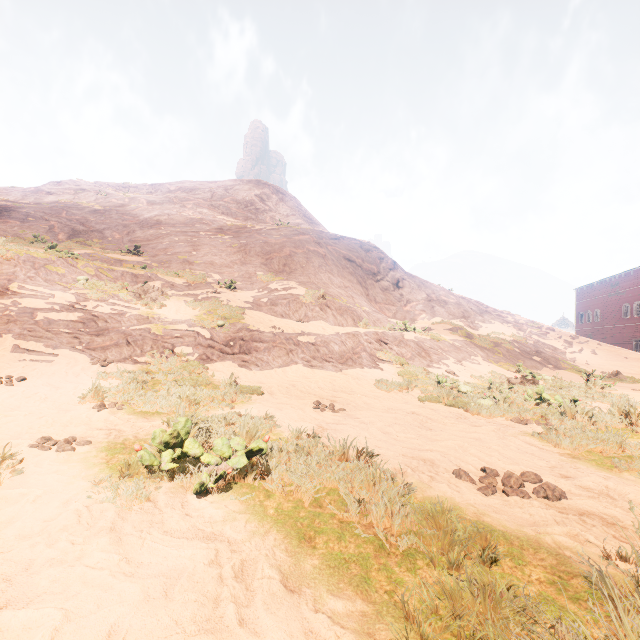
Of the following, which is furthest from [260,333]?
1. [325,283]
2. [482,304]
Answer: [482,304]

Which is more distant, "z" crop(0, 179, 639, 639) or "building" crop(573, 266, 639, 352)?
"building" crop(573, 266, 639, 352)

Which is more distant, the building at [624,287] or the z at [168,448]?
the building at [624,287]
